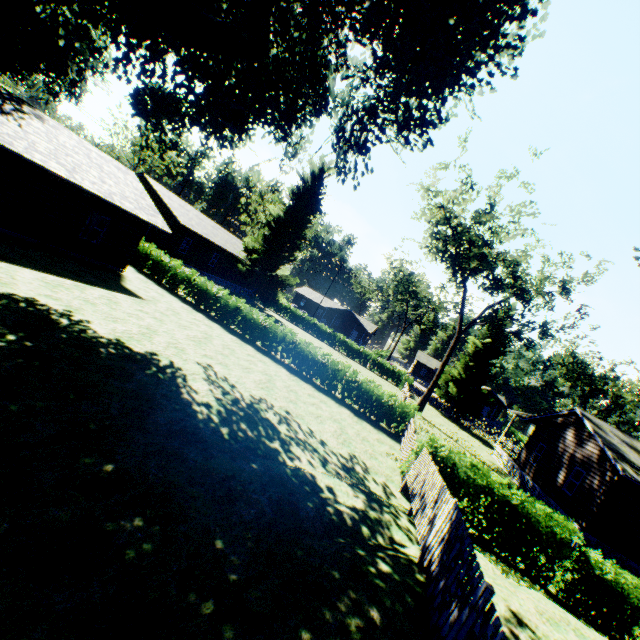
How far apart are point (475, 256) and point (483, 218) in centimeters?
317cm

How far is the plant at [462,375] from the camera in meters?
38.7 m

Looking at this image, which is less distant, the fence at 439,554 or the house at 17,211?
the fence at 439,554

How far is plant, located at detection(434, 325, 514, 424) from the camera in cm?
3872

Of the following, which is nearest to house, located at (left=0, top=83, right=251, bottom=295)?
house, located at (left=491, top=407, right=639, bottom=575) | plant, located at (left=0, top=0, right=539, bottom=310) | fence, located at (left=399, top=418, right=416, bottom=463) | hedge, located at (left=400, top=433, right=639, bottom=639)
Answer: plant, located at (left=0, top=0, right=539, bottom=310)

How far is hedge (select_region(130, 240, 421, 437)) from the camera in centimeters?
1825cm

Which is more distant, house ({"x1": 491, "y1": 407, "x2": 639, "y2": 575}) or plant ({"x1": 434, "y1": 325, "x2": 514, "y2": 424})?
plant ({"x1": 434, "y1": 325, "x2": 514, "y2": 424})

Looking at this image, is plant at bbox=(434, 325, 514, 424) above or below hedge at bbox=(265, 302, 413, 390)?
above
